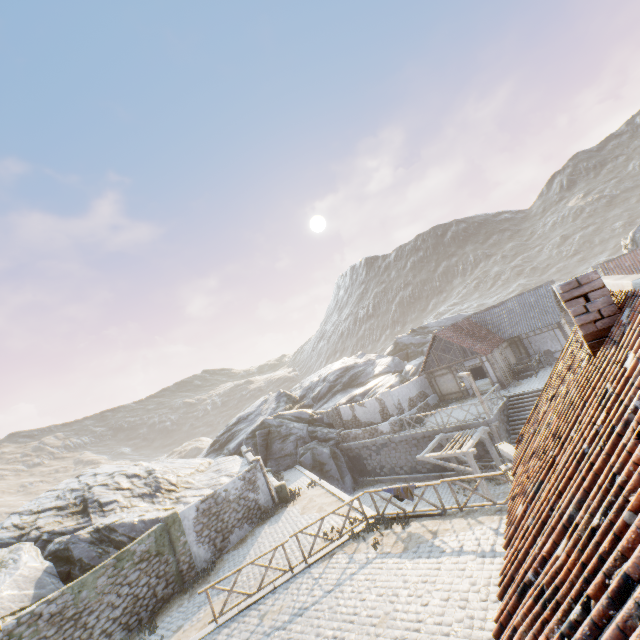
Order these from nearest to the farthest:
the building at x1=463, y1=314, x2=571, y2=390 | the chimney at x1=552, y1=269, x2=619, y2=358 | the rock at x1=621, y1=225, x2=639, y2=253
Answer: the chimney at x1=552, y1=269, x2=619, y2=358, the building at x1=463, y1=314, x2=571, y2=390, the rock at x1=621, y1=225, x2=639, y2=253

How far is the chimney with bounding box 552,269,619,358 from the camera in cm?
454

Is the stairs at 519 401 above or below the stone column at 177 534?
below

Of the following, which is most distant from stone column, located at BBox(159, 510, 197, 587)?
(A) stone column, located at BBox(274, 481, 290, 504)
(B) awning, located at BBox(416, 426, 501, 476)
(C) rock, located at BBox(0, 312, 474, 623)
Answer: (B) awning, located at BBox(416, 426, 501, 476)

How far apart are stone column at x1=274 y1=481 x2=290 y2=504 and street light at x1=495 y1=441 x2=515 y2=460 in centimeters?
1489cm

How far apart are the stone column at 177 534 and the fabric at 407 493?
9.9 meters

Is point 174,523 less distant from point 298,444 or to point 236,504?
point 236,504

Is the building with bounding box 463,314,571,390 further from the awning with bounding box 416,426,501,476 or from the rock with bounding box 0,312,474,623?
the rock with bounding box 0,312,474,623
